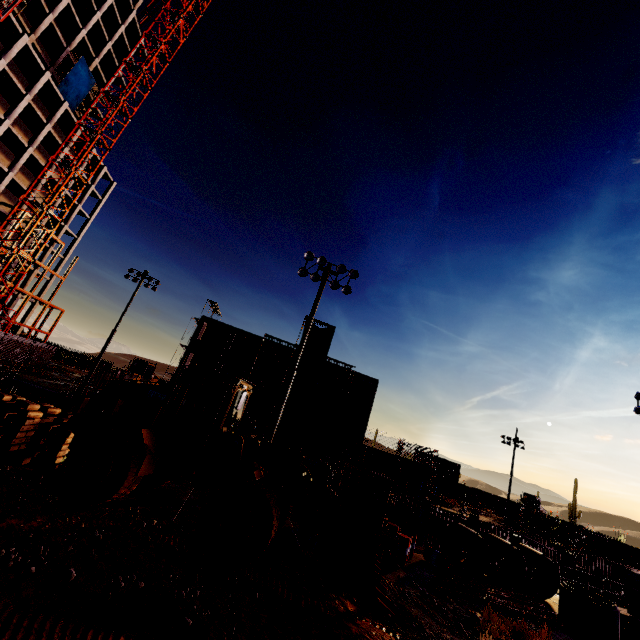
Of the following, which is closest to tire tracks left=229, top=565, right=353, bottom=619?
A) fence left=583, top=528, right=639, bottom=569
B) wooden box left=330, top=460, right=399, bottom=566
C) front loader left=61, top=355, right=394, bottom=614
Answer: front loader left=61, top=355, right=394, bottom=614

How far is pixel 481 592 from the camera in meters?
11.9 m

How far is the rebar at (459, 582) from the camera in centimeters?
1084cm

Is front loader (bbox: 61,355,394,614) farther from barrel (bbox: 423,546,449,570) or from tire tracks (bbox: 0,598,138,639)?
barrel (bbox: 423,546,449,570)

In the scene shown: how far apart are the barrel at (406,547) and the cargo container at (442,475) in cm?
3932

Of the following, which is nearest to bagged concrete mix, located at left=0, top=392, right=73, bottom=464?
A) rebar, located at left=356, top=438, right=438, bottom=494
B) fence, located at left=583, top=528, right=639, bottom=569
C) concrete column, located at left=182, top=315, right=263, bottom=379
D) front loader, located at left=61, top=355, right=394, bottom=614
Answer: front loader, located at left=61, top=355, right=394, bottom=614

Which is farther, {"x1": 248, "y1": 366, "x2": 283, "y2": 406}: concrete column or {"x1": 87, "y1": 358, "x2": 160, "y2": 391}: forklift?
{"x1": 248, "y1": 366, "x2": 283, "y2": 406}: concrete column

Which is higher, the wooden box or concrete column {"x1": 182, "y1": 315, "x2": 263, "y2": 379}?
concrete column {"x1": 182, "y1": 315, "x2": 263, "y2": 379}
